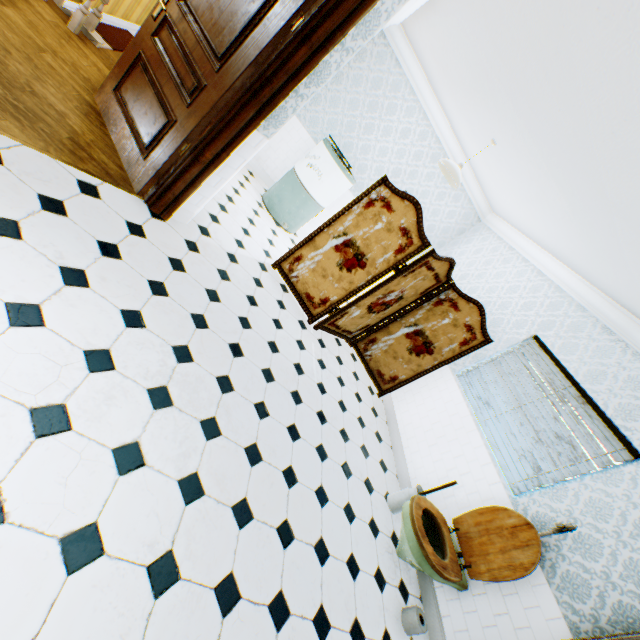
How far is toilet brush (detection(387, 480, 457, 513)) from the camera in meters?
3.4 m

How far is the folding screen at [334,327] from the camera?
3.87m

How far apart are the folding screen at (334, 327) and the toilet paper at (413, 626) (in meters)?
2.65

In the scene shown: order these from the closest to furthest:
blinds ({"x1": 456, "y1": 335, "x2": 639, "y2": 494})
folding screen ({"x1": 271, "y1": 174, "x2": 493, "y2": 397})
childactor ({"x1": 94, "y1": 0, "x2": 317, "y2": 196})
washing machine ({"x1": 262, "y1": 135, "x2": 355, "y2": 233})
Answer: childactor ({"x1": 94, "y1": 0, "x2": 317, "y2": 196}) → blinds ({"x1": 456, "y1": 335, "x2": 639, "y2": 494}) → folding screen ({"x1": 271, "y1": 174, "x2": 493, "y2": 397}) → washing machine ({"x1": 262, "y1": 135, "x2": 355, "y2": 233})

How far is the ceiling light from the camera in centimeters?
427cm

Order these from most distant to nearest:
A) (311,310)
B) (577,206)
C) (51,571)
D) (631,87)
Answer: (311,310) → (577,206) → (631,87) → (51,571)

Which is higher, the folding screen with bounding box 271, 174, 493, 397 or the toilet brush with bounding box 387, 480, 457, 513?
the folding screen with bounding box 271, 174, 493, 397

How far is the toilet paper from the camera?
2.7 meters
